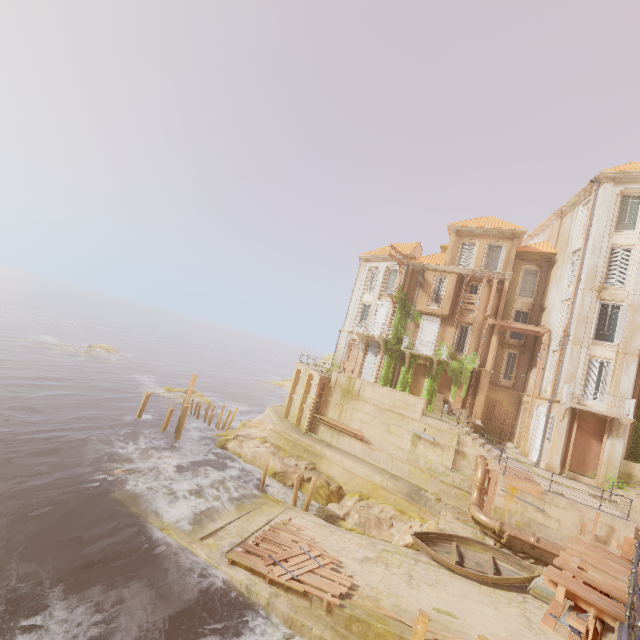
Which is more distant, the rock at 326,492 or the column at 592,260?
the column at 592,260

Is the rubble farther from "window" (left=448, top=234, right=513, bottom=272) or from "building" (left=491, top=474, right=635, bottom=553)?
"window" (left=448, top=234, right=513, bottom=272)

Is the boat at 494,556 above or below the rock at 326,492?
above

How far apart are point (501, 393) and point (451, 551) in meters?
15.4

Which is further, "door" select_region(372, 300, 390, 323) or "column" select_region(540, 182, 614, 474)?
"door" select_region(372, 300, 390, 323)

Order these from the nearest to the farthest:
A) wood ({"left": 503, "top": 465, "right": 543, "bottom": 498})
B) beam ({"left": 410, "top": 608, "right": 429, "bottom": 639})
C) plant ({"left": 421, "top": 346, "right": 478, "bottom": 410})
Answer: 1. beam ({"left": 410, "top": 608, "right": 429, "bottom": 639})
2. wood ({"left": 503, "top": 465, "right": 543, "bottom": 498})
3. plant ({"left": 421, "top": 346, "right": 478, "bottom": 410})

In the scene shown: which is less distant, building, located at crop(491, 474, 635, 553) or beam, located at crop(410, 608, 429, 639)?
beam, located at crop(410, 608, 429, 639)

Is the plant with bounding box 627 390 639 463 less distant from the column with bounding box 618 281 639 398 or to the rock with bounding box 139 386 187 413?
the column with bounding box 618 281 639 398
